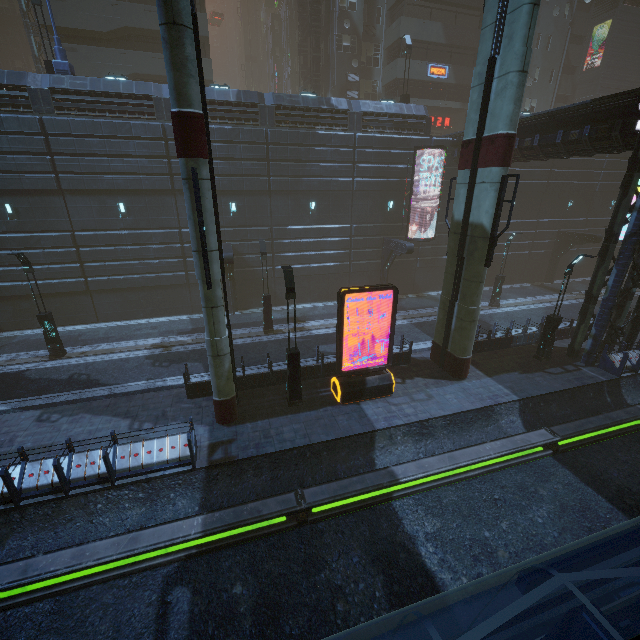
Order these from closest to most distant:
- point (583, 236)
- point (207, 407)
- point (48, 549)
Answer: point (48, 549), point (207, 407), point (583, 236)

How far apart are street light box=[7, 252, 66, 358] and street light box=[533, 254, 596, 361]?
25.02m

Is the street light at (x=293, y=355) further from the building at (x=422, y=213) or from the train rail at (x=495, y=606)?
the train rail at (x=495, y=606)

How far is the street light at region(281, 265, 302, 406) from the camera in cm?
1166

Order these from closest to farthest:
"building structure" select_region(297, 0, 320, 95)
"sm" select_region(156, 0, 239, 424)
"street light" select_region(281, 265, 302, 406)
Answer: "sm" select_region(156, 0, 239, 424)
"street light" select_region(281, 265, 302, 406)
"building structure" select_region(297, 0, 320, 95)

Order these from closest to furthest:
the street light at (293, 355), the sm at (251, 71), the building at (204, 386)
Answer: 1. the street light at (293, 355)
2. the building at (204, 386)
3. the sm at (251, 71)

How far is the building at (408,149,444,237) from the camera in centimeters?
2388cm

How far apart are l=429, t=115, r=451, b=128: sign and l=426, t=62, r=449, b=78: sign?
3.7 meters
